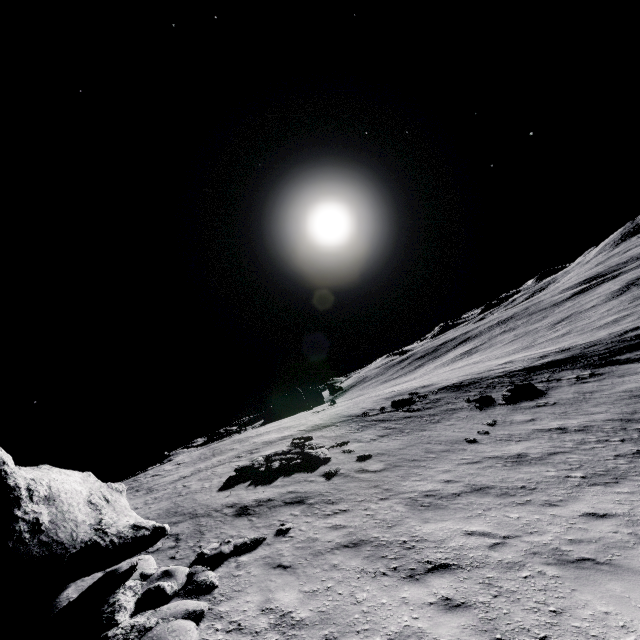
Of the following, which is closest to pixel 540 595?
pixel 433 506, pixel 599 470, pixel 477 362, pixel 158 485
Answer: pixel 433 506

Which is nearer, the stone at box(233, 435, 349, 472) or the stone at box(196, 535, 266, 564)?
the stone at box(196, 535, 266, 564)

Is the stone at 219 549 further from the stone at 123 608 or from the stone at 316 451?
the stone at 316 451

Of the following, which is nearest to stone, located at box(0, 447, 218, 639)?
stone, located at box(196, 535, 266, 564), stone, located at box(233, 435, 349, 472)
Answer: stone, located at box(196, 535, 266, 564)

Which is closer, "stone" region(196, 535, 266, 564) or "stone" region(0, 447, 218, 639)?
"stone" region(0, 447, 218, 639)

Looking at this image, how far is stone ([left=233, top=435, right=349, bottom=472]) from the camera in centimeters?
1573cm

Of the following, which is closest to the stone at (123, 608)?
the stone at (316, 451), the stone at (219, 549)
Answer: the stone at (219, 549)
